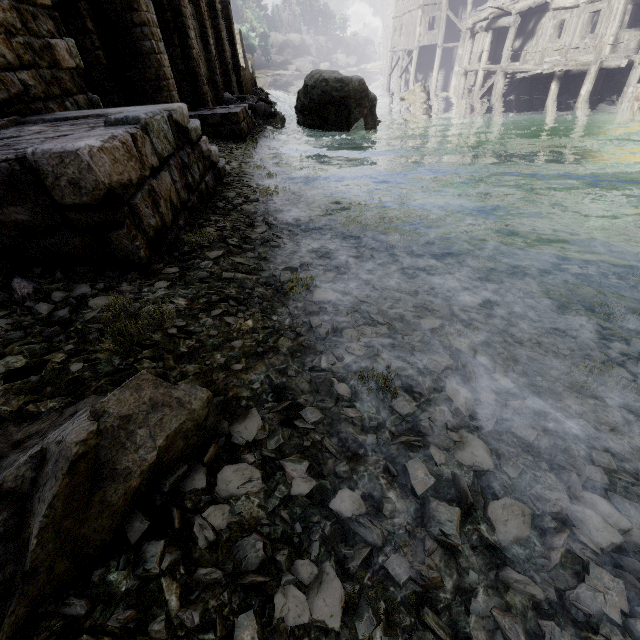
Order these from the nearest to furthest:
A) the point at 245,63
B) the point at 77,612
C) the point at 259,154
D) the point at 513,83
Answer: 1. the point at 77,612
2. the point at 259,154
3. the point at 513,83
4. the point at 245,63

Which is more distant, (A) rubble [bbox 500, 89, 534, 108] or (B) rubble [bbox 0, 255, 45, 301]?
(A) rubble [bbox 500, 89, 534, 108]

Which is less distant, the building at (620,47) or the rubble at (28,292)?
the rubble at (28,292)

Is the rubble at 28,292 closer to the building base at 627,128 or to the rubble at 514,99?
the building base at 627,128

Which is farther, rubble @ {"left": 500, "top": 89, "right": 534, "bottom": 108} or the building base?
rubble @ {"left": 500, "top": 89, "right": 534, "bottom": 108}

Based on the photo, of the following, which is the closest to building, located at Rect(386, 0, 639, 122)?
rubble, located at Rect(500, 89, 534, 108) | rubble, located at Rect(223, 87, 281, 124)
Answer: rubble, located at Rect(223, 87, 281, 124)

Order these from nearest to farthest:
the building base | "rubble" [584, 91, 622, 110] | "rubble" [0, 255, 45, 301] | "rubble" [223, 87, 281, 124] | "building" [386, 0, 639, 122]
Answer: "rubble" [0, 255, 45, 301] → the building base → "building" [386, 0, 639, 122] → "rubble" [584, 91, 622, 110] → "rubble" [223, 87, 281, 124]

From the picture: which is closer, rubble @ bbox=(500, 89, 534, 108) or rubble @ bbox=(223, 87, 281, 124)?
rubble @ bbox=(223, 87, 281, 124)
